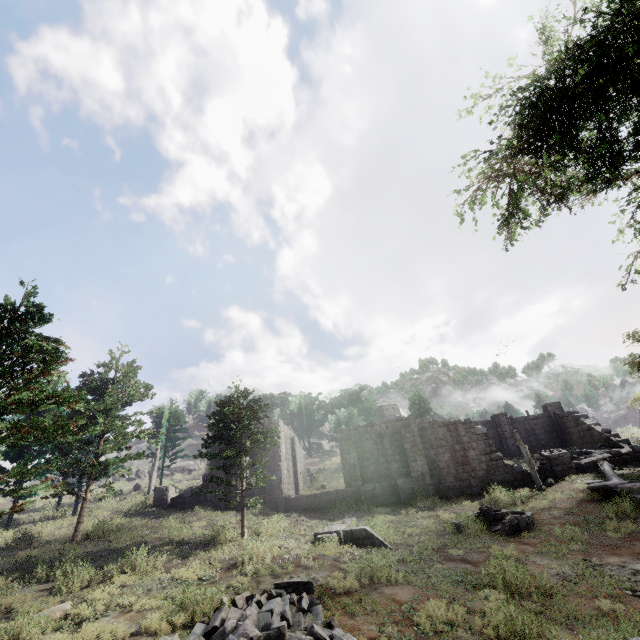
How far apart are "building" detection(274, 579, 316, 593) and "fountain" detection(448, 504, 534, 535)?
9.8m

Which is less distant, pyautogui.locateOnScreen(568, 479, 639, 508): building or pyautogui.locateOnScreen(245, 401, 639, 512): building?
pyautogui.locateOnScreen(568, 479, 639, 508): building

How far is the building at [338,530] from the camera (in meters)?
13.43

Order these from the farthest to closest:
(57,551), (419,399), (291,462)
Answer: (419,399) < (291,462) < (57,551)

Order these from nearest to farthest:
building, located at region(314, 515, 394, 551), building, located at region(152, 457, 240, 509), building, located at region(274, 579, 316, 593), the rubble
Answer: the rubble, building, located at region(274, 579, 316, 593), building, located at region(314, 515, 394, 551), building, located at region(152, 457, 240, 509)

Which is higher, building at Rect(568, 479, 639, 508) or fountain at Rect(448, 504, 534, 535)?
building at Rect(568, 479, 639, 508)

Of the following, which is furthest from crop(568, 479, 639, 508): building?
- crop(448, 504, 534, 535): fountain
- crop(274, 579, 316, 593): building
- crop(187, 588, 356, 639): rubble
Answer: crop(274, 579, 316, 593): building

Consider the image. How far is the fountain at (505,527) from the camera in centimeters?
1475cm
